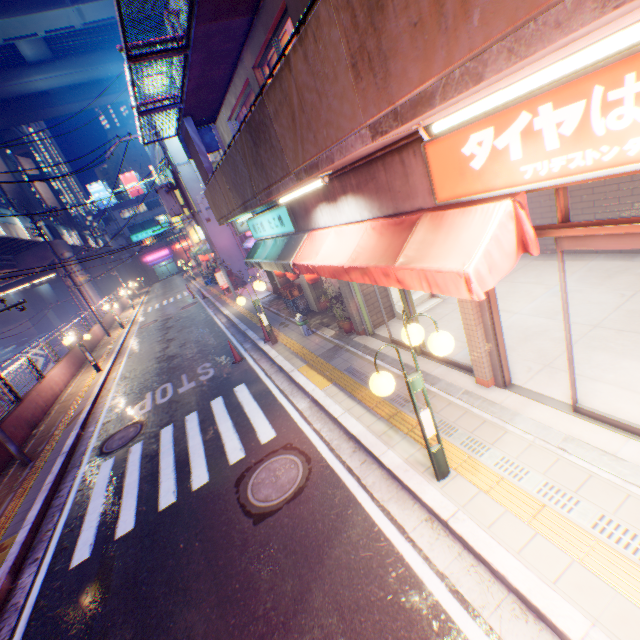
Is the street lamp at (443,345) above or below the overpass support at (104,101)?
below

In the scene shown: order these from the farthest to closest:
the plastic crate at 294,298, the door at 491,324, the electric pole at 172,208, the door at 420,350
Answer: the electric pole at 172,208 → the plastic crate at 294,298 → the door at 420,350 → the door at 491,324

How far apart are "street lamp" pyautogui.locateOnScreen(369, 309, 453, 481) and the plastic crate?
8.4 meters

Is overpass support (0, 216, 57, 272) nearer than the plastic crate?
No

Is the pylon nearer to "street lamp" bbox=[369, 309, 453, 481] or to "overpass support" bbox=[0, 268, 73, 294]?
"street lamp" bbox=[369, 309, 453, 481]

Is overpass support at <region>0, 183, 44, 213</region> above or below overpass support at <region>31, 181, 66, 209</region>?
below

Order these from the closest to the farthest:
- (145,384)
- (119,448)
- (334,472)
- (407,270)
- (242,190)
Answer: (407,270), (334,472), (242,190), (119,448), (145,384)

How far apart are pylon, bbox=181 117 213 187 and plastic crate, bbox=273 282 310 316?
3.77m
